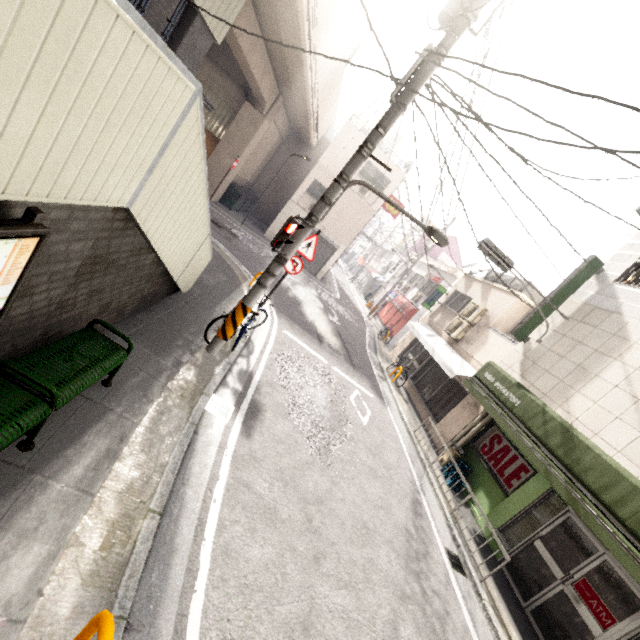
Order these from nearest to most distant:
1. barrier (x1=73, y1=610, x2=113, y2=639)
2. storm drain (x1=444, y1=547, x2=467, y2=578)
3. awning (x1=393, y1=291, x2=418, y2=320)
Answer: barrier (x1=73, y1=610, x2=113, y2=639) → storm drain (x1=444, y1=547, x2=467, y2=578) → awning (x1=393, y1=291, x2=418, y2=320)

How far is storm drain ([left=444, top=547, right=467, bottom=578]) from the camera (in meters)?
6.10

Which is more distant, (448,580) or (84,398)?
(448,580)

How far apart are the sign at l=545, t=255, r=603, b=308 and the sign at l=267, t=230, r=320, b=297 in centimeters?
611cm

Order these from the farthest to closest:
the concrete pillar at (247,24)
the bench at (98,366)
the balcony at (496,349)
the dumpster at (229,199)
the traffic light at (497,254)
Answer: the dumpster at (229,199) < the balcony at (496,349) < the concrete pillar at (247,24) < the traffic light at (497,254) < the bench at (98,366)

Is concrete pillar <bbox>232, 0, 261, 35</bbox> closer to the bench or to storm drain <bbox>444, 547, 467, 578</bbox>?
the bench

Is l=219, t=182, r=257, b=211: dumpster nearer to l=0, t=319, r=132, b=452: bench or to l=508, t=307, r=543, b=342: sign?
l=508, t=307, r=543, b=342: sign

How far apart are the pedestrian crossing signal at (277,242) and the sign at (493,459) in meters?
8.1 m
